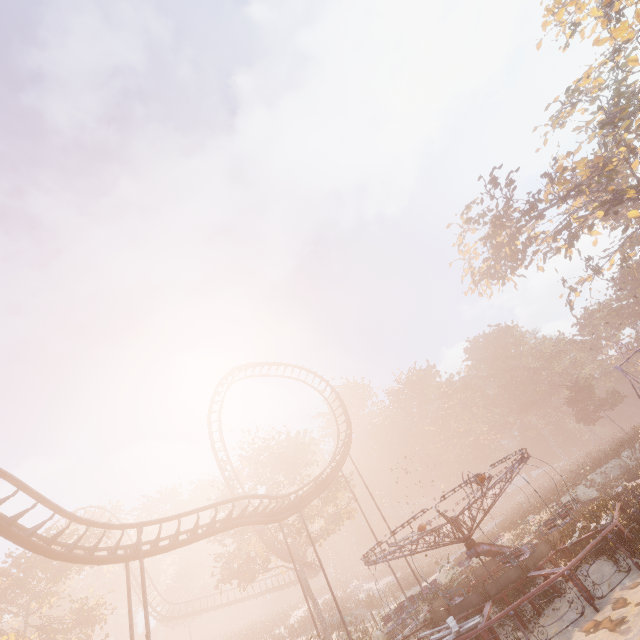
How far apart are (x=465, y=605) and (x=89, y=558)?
15.5m

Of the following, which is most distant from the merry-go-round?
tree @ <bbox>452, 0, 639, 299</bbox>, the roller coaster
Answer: tree @ <bbox>452, 0, 639, 299</bbox>

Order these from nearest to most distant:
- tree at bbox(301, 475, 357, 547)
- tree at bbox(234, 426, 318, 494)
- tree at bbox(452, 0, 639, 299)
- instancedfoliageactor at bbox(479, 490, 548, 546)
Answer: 1. instancedfoliageactor at bbox(479, 490, 548, 546)
2. tree at bbox(452, 0, 639, 299)
3. tree at bbox(301, 475, 357, 547)
4. tree at bbox(234, 426, 318, 494)

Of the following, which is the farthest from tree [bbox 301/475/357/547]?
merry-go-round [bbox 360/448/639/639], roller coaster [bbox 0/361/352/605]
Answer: merry-go-round [bbox 360/448/639/639]

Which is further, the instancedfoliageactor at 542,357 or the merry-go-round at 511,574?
the instancedfoliageactor at 542,357

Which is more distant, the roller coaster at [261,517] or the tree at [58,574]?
the tree at [58,574]

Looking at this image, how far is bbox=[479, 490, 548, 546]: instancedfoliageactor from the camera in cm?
2336

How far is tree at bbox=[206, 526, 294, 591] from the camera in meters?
29.2
